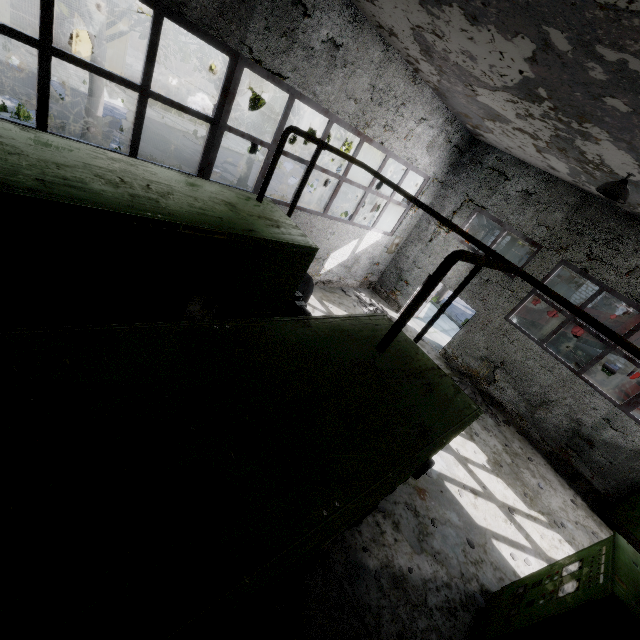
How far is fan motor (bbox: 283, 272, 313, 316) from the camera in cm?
752

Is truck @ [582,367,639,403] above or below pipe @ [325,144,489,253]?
below

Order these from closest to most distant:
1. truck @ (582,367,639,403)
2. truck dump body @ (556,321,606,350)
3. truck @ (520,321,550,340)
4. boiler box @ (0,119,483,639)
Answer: boiler box @ (0,119,483,639), truck @ (582,367,639,403), truck dump body @ (556,321,606,350), truck @ (520,321,550,340)

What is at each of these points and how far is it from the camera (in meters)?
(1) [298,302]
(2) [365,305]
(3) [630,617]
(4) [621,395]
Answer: (1) fan motor, 7.66
(2) concrete debris, 12.82
(3) power box, 3.52
(4) truck, 13.59

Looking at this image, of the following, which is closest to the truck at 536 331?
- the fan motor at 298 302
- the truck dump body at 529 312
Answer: the truck dump body at 529 312

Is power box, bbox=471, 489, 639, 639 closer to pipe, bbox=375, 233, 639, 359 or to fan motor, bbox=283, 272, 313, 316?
fan motor, bbox=283, 272, 313, 316

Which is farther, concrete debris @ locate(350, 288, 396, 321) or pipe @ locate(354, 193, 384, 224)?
pipe @ locate(354, 193, 384, 224)

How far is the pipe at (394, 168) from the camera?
6.1m
